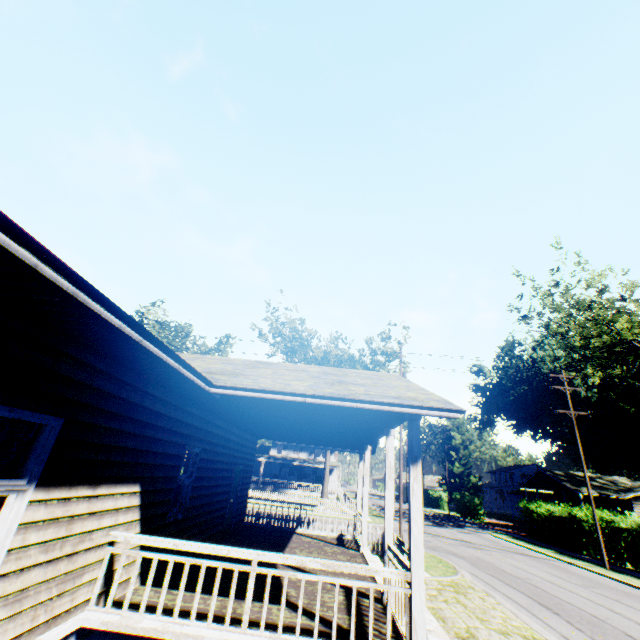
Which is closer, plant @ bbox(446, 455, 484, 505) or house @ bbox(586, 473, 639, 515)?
house @ bbox(586, 473, 639, 515)

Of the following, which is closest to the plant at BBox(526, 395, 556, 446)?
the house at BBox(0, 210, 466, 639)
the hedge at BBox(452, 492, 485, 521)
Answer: the hedge at BBox(452, 492, 485, 521)

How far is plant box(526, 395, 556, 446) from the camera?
57.7m

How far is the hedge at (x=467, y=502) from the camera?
41.0 meters

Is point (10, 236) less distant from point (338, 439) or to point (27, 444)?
point (27, 444)

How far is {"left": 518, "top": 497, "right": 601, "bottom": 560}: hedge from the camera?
22.8 meters

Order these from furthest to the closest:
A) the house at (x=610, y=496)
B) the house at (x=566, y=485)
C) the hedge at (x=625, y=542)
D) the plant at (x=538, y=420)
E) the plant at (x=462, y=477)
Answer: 1. the plant at (x=538, y=420)
2. the plant at (x=462, y=477)
3. the house at (x=566, y=485)
4. the house at (x=610, y=496)
5. the hedge at (x=625, y=542)

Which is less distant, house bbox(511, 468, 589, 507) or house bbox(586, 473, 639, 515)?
house bbox(586, 473, 639, 515)
